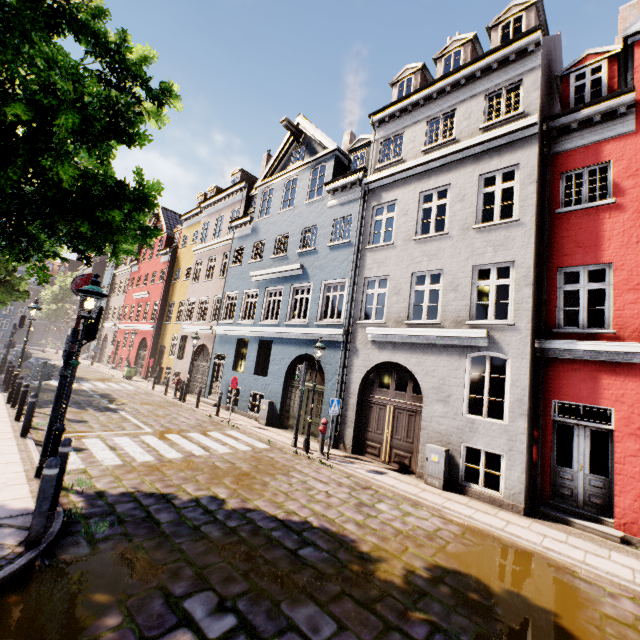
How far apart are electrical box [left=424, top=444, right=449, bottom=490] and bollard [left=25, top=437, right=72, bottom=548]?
8.3 meters

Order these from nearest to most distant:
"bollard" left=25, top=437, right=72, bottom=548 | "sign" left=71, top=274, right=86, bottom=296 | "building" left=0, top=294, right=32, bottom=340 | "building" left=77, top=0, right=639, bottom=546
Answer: "bollard" left=25, top=437, right=72, bottom=548, "sign" left=71, top=274, right=86, bottom=296, "building" left=77, top=0, right=639, bottom=546, "building" left=0, top=294, right=32, bottom=340

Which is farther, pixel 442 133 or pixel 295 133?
pixel 295 133

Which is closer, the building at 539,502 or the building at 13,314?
the building at 539,502

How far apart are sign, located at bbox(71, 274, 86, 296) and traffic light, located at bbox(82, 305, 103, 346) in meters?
0.1

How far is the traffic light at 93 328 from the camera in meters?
6.9

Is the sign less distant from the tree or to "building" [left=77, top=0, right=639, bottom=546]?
the tree

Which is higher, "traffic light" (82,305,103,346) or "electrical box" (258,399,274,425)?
"traffic light" (82,305,103,346)
